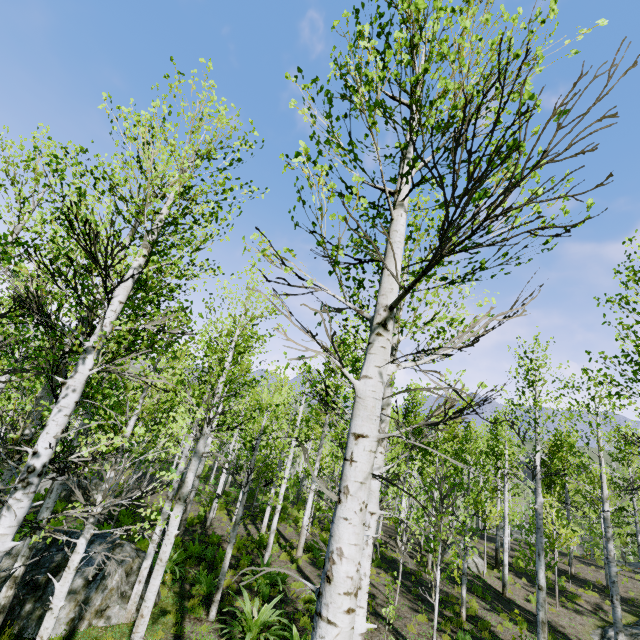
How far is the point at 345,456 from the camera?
2.3 meters

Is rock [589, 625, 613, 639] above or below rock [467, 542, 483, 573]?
below

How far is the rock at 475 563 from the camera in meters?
17.9 m

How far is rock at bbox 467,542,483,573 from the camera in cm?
1794

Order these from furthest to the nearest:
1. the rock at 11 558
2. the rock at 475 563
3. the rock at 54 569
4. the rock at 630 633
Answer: the rock at 475 563 → the rock at 630 633 → the rock at 11 558 → the rock at 54 569

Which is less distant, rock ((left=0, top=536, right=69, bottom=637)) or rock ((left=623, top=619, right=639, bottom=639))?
rock ((left=0, top=536, right=69, bottom=637))

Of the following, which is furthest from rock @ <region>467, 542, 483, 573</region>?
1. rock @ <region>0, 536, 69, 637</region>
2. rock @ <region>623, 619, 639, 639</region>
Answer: rock @ <region>0, 536, 69, 637</region>

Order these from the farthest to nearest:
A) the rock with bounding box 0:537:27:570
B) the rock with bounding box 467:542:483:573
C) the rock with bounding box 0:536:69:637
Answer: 1. the rock with bounding box 467:542:483:573
2. the rock with bounding box 0:537:27:570
3. the rock with bounding box 0:536:69:637
